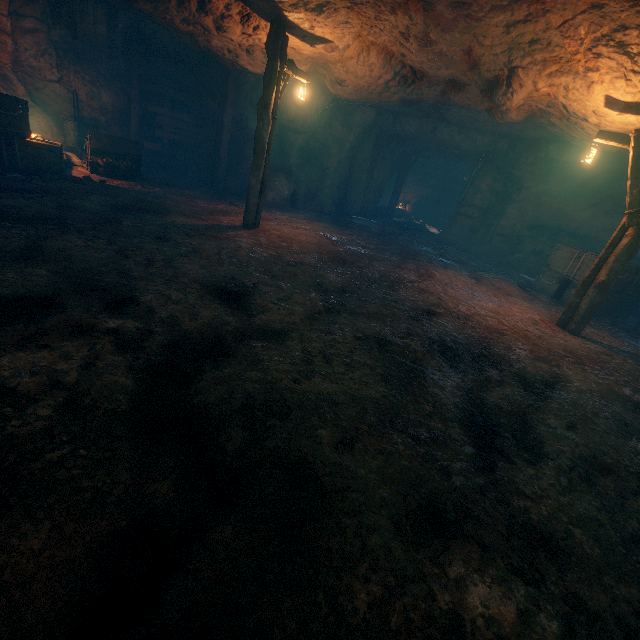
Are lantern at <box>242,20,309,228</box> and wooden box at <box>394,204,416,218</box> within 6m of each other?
no

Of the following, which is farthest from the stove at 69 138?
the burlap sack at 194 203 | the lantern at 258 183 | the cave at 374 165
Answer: Result: the cave at 374 165

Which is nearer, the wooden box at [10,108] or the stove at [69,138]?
the wooden box at [10,108]

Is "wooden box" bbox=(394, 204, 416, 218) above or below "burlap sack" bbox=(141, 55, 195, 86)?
below

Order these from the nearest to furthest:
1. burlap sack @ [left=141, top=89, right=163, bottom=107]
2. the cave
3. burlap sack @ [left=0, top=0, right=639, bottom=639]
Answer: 1. burlap sack @ [left=0, top=0, right=639, bottom=639]
2. burlap sack @ [left=141, top=89, right=163, bottom=107]
3. the cave

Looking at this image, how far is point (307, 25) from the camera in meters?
7.4 m

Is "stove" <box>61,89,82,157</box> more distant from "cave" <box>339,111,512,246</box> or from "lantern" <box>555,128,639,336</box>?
"lantern" <box>555,128,639,336</box>

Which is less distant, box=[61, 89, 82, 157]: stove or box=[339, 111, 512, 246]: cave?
box=[61, 89, 82, 157]: stove
